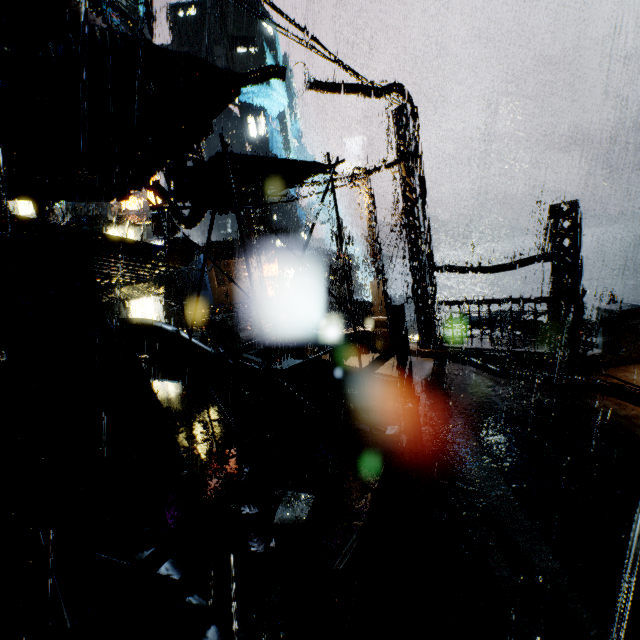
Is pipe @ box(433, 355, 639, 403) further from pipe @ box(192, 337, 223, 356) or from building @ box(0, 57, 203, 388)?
pipe @ box(192, 337, 223, 356)

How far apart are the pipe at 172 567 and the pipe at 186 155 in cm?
752

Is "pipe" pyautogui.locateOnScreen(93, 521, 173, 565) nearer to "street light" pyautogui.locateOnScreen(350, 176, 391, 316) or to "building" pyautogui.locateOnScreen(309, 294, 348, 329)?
"building" pyautogui.locateOnScreen(309, 294, 348, 329)

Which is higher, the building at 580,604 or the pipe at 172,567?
the pipe at 172,567

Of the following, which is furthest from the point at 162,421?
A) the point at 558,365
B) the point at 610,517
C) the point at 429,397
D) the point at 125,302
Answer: the point at 125,302

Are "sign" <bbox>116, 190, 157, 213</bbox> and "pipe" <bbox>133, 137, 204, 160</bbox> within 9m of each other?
no

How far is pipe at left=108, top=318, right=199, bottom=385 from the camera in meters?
7.0 m

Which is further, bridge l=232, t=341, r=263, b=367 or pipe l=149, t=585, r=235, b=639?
bridge l=232, t=341, r=263, b=367
